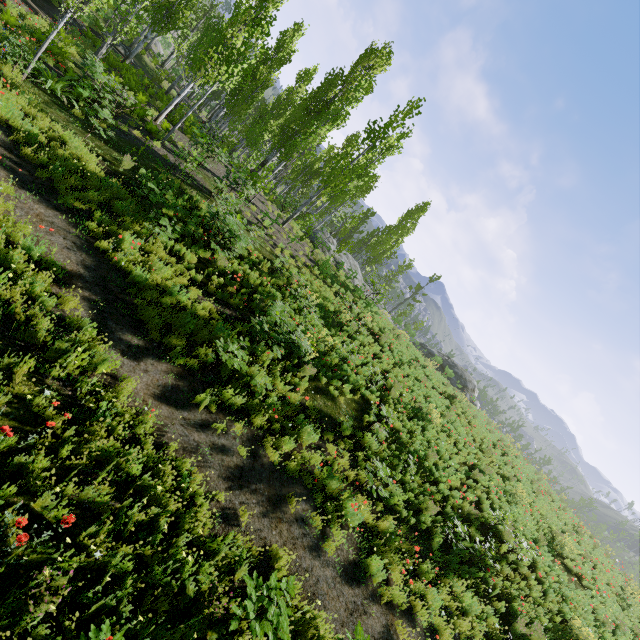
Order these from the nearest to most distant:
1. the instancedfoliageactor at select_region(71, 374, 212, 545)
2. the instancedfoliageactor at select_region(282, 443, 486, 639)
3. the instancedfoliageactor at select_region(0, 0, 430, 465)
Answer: the instancedfoliageactor at select_region(71, 374, 212, 545) < the instancedfoliageactor at select_region(282, 443, 486, 639) < the instancedfoliageactor at select_region(0, 0, 430, 465)

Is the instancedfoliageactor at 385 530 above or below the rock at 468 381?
below

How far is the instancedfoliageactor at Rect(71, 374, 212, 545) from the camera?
4.6 meters

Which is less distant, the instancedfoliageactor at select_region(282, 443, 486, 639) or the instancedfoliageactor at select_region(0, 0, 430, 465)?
the instancedfoliageactor at select_region(282, 443, 486, 639)

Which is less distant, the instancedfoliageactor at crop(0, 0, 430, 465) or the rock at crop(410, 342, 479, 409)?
the instancedfoliageactor at crop(0, 0, 430, 465)

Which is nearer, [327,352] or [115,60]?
[327,352]

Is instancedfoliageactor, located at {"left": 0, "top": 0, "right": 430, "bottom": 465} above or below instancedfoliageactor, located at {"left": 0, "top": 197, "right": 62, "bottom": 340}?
above
